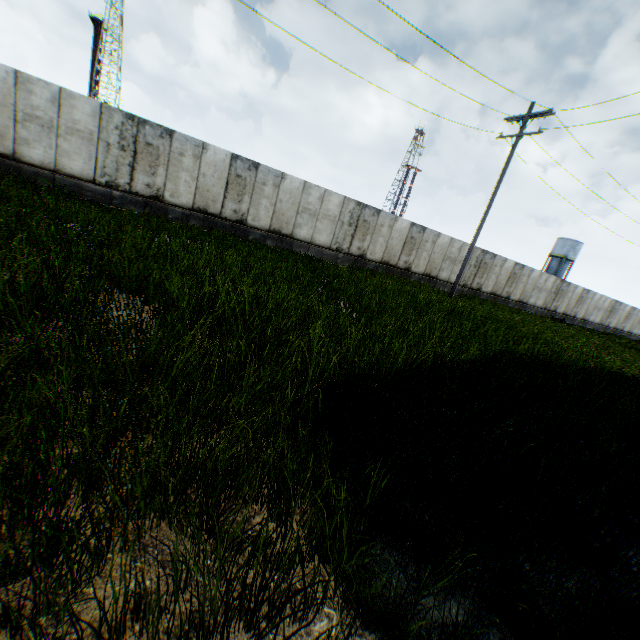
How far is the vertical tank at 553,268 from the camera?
56.6 meters

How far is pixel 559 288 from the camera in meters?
28.6

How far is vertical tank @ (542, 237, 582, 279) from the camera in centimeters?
5662cm
